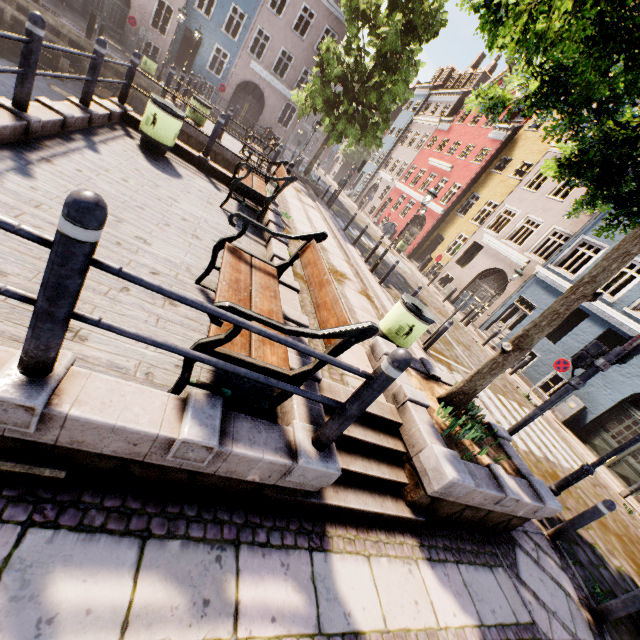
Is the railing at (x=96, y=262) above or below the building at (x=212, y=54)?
below

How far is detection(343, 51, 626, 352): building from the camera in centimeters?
1611cm

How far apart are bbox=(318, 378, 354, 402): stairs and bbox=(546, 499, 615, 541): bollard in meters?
3.3 m

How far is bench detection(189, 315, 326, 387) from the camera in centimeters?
220cm

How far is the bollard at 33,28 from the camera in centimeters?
375cm

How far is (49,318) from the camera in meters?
1.6 m

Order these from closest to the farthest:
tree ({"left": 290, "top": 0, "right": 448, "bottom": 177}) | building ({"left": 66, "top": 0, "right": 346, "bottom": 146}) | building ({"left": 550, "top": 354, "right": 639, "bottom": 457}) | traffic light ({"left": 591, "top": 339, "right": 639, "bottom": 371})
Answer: traffic light ({"left": 591, "top": 339, "right": 639, "bottom": 371})
building ({"left": 550, "top": 354, "right": 639, "bottom": 457})
tree ({"left": 290, "top": 0, "right": 448, "bottom": 177})
building ({"left": 66, "top": 0, "right": 346, "bottom": 146})

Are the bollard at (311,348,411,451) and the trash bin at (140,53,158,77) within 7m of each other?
no
